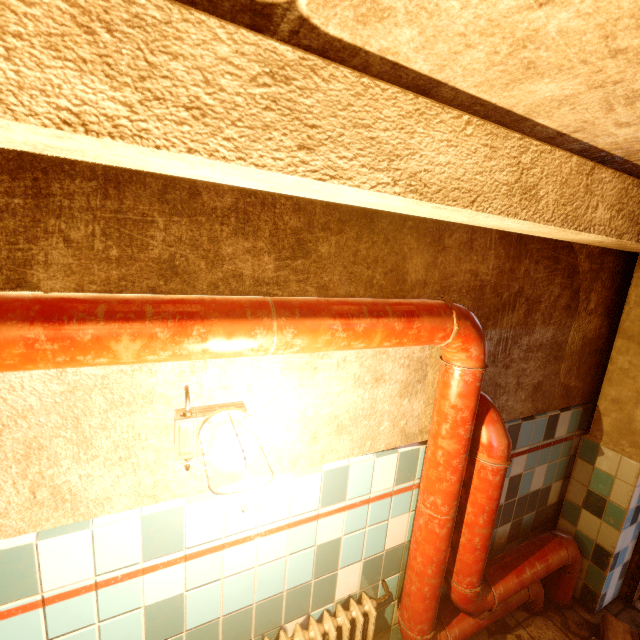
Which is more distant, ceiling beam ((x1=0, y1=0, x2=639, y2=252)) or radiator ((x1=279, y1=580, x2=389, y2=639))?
radiator ((x1=279, y1=580, x2=389, y2=639))

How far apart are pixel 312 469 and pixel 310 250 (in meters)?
1.00

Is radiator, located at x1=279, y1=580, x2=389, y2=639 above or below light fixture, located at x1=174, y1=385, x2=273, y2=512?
below

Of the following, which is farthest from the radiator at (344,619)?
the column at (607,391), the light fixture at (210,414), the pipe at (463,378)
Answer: the column at (607,391)

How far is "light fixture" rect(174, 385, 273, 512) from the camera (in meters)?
1.03

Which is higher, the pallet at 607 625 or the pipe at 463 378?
the pipe at 463 378

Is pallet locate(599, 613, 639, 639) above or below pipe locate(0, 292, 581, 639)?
below

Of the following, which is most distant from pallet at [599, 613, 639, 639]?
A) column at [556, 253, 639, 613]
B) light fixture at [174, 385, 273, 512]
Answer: light fixture at [174, 385, 273, 512]
